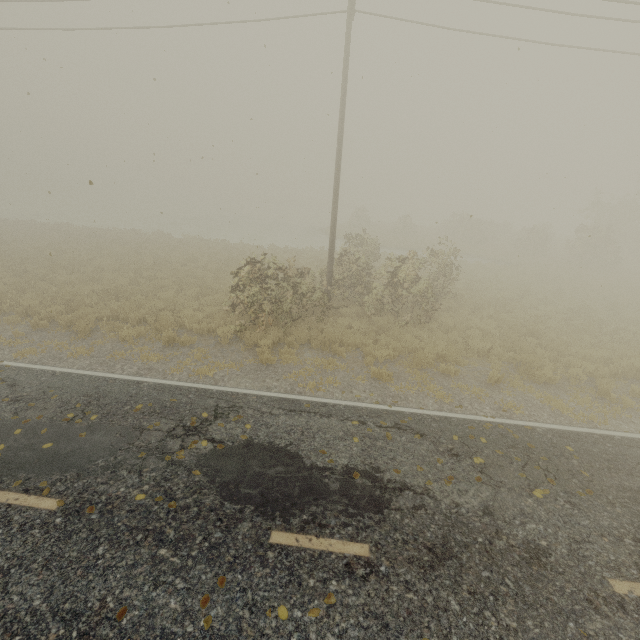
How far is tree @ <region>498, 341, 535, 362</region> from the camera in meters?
10.2 m

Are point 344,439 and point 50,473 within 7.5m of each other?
yes

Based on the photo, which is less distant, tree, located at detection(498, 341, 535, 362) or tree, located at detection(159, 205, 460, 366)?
tree, located at detection(498, 341, 535, 362)

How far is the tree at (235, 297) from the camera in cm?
1122
